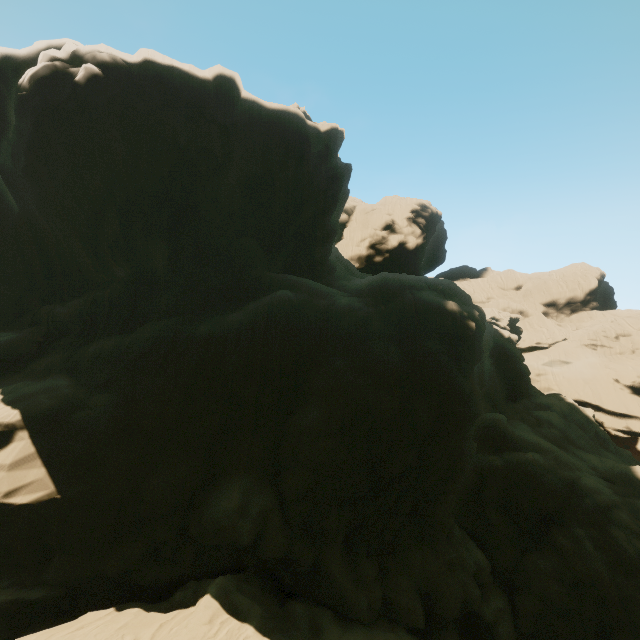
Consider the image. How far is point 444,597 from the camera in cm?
1956
